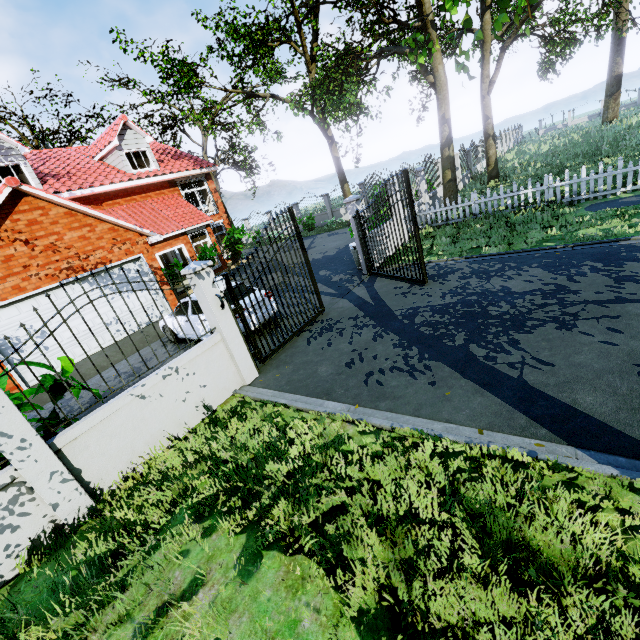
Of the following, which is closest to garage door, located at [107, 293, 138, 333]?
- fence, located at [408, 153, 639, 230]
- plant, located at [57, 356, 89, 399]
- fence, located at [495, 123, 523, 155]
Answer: plant, located at [57, 356, 89, 399]

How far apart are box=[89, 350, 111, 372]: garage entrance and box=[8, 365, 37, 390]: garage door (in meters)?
0.02

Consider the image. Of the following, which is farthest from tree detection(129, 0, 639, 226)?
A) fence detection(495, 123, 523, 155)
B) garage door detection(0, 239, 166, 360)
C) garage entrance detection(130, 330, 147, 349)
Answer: garage entrance detection(130, 330, 147, 349)

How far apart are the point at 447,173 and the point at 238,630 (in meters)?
16.72

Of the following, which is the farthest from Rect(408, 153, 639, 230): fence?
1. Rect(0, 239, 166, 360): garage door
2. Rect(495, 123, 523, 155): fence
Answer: Rect(0, 239, 166, 360): garage door

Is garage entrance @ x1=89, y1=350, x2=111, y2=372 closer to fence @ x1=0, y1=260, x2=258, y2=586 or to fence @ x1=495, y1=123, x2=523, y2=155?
fence @ x1=0, y1=260, x2=258, y2=586

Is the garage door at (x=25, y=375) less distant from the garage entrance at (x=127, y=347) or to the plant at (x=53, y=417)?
the garage entrance at (x=127, y=347)

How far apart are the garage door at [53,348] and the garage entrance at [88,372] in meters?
0.0
